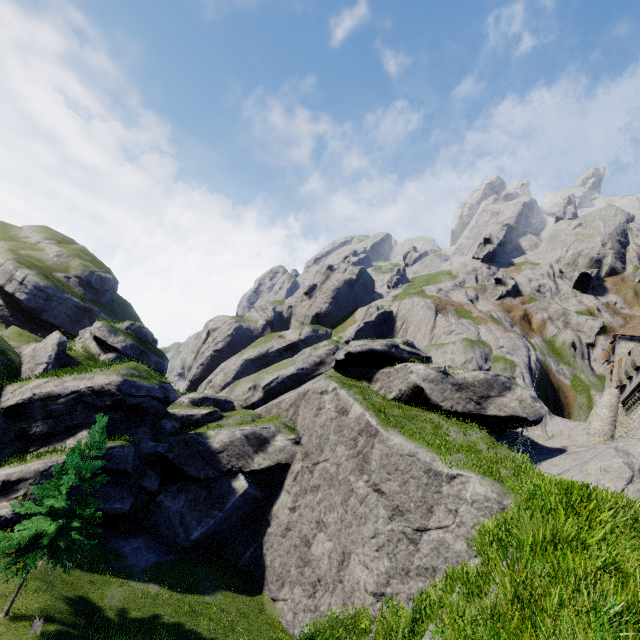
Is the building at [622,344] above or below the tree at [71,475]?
above

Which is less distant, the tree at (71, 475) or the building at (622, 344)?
the tree at (71, 475)

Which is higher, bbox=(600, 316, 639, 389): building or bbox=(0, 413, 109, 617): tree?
bbox=(600, 316, 639, 389): building

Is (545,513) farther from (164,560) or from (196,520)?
(164,560)

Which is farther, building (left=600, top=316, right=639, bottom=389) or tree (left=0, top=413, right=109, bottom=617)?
building (left=600, top=316, right=639, bottom=389)
